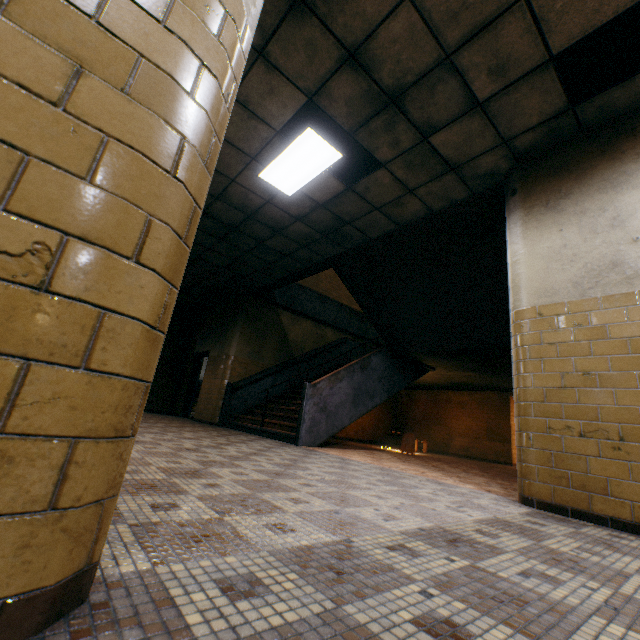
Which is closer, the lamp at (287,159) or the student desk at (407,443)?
the lamp at (287,159)

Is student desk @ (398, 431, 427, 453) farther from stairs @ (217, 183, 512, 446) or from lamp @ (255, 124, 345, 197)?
lamp @ (255, 124, 345, 197)

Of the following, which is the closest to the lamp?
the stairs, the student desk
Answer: the stairs

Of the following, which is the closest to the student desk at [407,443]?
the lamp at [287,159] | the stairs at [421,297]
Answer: the stairs at [421,297]

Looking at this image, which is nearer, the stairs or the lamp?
the lamp

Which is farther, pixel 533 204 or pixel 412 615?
pixel 533 204
